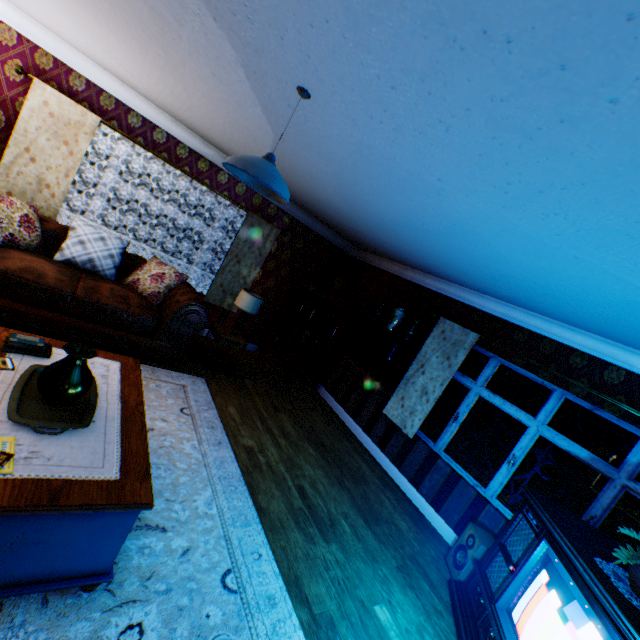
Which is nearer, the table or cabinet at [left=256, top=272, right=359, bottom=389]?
the table

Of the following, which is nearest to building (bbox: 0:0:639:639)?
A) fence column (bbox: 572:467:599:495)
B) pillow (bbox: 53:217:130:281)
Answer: pillow (bbox: 53:217:130:281)

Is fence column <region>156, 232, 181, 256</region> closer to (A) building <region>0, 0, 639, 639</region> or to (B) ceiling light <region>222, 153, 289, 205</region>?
(A) building <region>0, 0, 639, 639</region>

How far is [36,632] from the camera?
1.6m

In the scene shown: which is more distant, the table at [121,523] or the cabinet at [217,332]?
the cabinet at [217,332]

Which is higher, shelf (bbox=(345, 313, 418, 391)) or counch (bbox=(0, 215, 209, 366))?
shelf (bbox=(345, 313, 418, 391))

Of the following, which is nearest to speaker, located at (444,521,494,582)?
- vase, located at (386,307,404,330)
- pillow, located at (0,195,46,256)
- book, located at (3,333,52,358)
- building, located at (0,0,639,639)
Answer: building, located at (0,0,639,639)

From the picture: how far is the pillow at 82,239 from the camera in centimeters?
425cm
